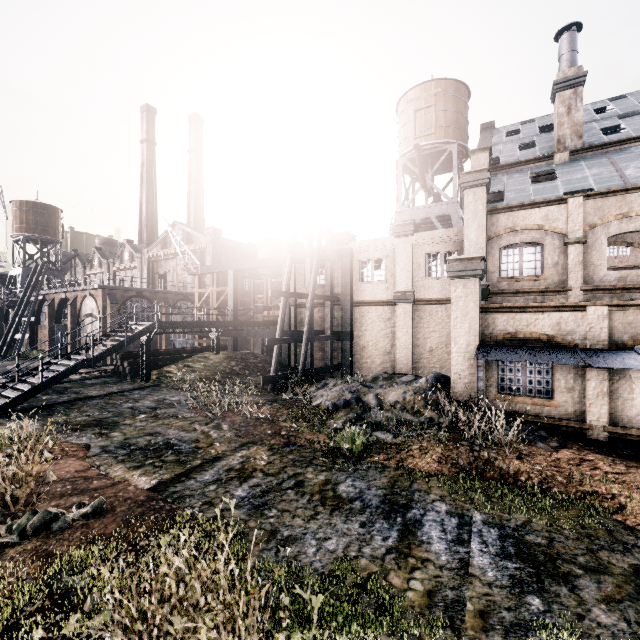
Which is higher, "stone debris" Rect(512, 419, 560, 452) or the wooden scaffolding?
the wooden scaffolding

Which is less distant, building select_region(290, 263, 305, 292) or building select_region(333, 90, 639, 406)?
building select_region(333, 90, 639, 406)

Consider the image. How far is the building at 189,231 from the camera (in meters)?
44.16

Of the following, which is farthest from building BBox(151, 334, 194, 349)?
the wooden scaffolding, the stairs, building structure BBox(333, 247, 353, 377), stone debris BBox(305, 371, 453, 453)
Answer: stone debris BBox(305, 371, 453, 453)

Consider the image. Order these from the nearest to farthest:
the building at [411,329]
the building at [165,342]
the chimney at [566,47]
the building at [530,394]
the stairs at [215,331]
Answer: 1. the building at [530,394]
2. the building at [411,329]
3. the stairs at [215,331]
4. the chimney at [566,47]
5. the building at [165,342]

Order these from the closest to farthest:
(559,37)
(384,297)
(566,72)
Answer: (566,72)
(559,37)
(384,297)

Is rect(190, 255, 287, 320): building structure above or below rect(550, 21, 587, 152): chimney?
below

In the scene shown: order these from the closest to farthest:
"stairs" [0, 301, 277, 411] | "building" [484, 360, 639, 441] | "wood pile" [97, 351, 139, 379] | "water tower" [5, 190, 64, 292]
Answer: "building" [484, 360, 639, 441]
"stairs" [0, 301, 277, 411]
"wood pile" [97, 351, 139, 379]
"water tower" [5, 190, 64, 292]
